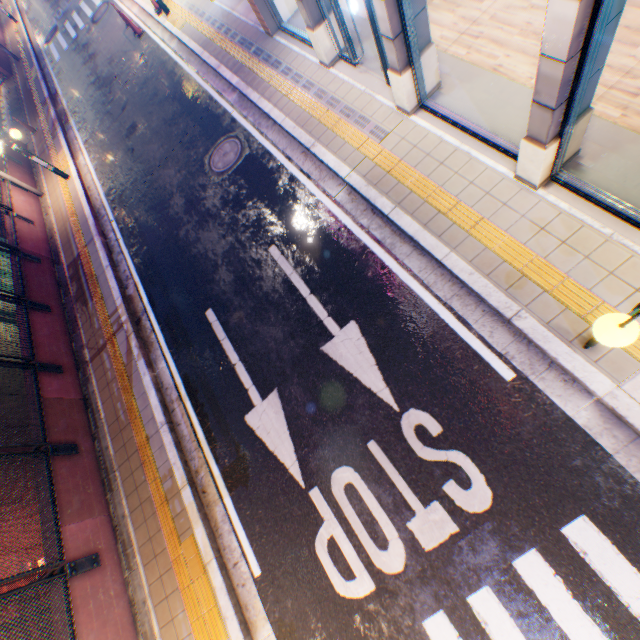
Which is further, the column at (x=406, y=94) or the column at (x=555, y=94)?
the column at (x=406, y=94)

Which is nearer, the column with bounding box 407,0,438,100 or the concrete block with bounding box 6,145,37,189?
the column with bounding box 407,0,438,100

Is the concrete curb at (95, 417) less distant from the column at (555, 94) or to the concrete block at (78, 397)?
the concrete block at (78, 397)

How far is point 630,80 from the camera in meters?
4.7 m

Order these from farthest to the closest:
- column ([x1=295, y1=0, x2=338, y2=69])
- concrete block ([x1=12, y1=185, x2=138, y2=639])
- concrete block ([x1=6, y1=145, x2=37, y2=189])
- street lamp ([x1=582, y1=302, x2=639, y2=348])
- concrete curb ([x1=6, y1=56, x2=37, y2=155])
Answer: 1. concrete curb ([x1=6, y1=56, x2=37, y2=155])
2. concrete block ([x1=6, y1=145, x2=37, y2=189])
3. column ([x1=295, y1=0, x2=338, y2=69])
4. concrete block ([x1=12, y1=185, x2=138, y2=639])
5. street lamp ([x1=582, y1=302, x2=639, y2=348])

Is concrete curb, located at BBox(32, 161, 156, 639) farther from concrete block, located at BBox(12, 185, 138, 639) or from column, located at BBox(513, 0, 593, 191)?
column, located at BBox(513, 0, 593, 191)

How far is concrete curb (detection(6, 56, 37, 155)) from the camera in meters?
15.5 m

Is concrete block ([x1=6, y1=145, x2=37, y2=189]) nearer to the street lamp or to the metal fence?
the metal fence
